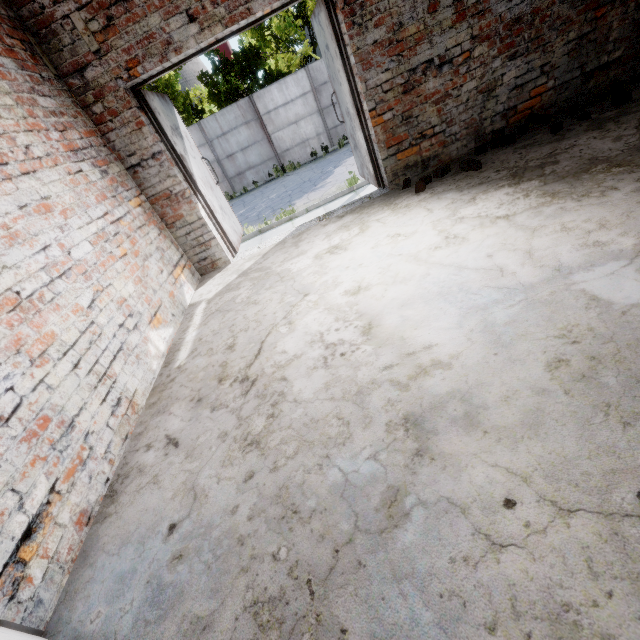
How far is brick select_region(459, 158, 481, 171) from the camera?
3.6m

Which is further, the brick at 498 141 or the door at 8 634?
the brick at 498 141

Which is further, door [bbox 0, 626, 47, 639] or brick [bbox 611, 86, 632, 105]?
brick [bbox 611, 86, 632, 105]

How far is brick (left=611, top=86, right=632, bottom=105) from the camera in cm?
345

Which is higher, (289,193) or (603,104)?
(603,104)

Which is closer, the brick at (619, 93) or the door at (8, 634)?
the door at (8, 634)

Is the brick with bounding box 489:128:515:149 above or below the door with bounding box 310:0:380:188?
below

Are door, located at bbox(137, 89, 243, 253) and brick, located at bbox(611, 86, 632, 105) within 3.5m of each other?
no
